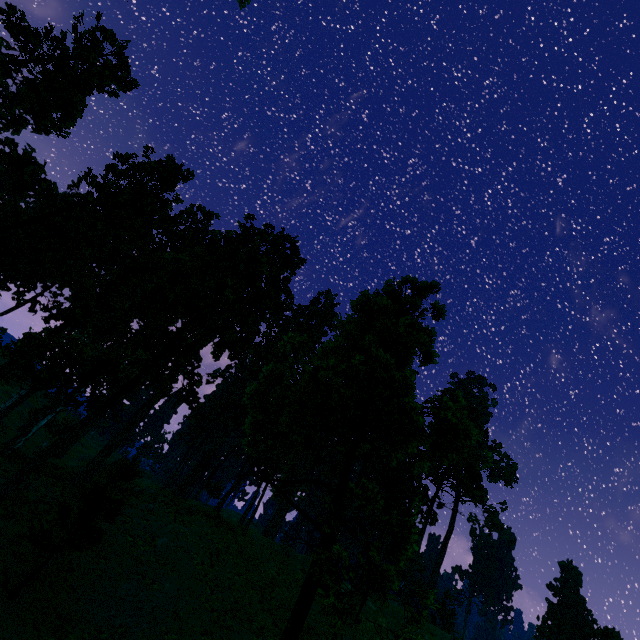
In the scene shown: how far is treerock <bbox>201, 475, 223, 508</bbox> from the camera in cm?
3349

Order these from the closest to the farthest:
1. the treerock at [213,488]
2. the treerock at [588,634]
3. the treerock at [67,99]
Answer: the treerock at [67,99] < the treerock at [588,634] < the treerock at [213,488]

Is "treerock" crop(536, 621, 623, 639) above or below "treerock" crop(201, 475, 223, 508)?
above

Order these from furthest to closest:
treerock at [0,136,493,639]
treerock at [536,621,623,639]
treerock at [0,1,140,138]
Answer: treerock at [536,621,623,639] → treerock at [0,1,140,138] → treerock at [0,136,493,639]

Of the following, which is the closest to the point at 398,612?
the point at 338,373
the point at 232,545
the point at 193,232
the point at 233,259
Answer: the point at 232,545

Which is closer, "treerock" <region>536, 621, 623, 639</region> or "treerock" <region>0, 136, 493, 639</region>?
"treerock" <region>0, 136, 493, 639</region>

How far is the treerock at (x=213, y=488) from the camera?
33.49m
